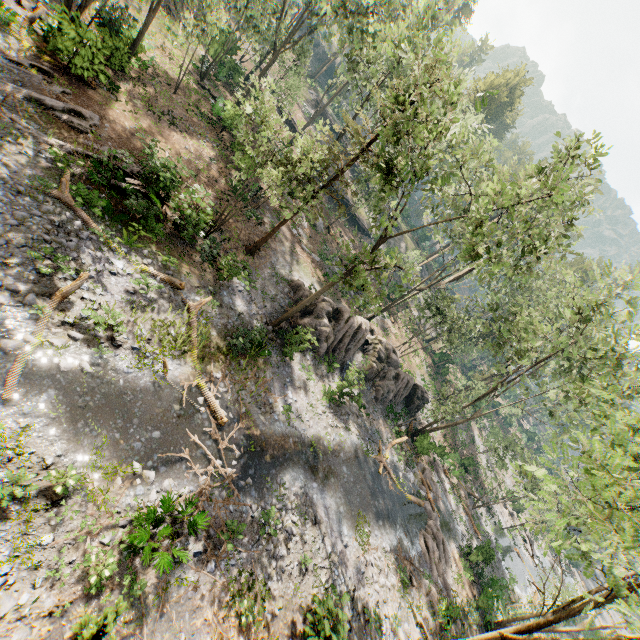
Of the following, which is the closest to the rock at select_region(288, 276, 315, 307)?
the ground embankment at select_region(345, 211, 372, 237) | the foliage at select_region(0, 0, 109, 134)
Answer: the foliage at select_region(0, 0, 109, 134)

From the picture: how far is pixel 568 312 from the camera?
18.8 meters

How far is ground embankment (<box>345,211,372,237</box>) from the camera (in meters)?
46.81

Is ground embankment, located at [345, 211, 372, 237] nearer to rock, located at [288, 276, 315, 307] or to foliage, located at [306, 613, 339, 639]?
foliage, located at [306, 613, 339, 639]

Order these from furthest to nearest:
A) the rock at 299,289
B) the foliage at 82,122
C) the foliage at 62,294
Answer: the rock at 299,289
the foliage at 82,122
the foliage at 62,294

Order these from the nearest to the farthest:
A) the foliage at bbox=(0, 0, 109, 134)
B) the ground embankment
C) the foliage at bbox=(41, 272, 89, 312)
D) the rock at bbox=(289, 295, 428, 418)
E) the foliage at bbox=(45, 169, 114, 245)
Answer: the foliage at bbox=(41, 272, 89, 312)
the foliage at bbox=(45, 169, 114, 245)
the foliage at bbox=(0, 0, 109, 134)
the rock at bbox=(289, 295, 428, 418)
the ground embankment

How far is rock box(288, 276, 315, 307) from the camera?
23.27m

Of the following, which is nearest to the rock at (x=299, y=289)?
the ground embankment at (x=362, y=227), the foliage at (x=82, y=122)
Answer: the foliage at (x=82, y=122)
